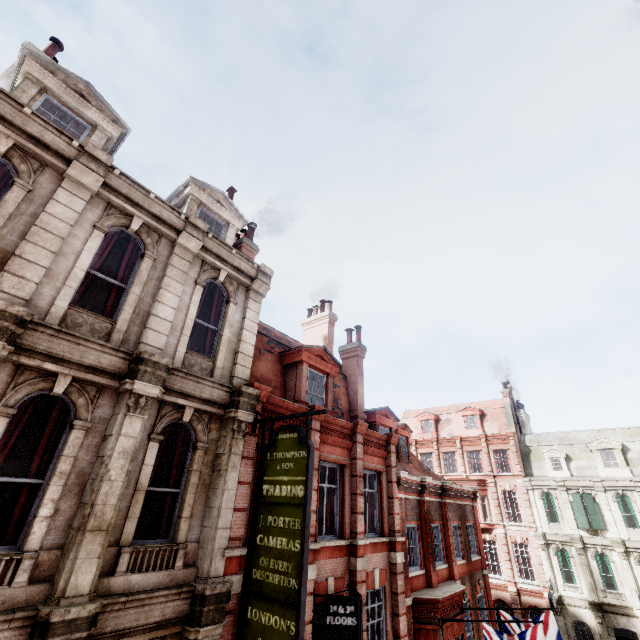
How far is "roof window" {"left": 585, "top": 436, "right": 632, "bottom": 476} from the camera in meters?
26.3 m

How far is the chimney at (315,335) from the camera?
18.39m

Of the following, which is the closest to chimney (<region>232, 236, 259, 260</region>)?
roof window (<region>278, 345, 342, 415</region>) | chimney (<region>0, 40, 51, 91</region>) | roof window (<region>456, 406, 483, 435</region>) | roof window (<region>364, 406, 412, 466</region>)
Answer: roof window (<region>278, 345, 342, 415</region>)

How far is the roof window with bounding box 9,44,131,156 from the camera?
7.91m

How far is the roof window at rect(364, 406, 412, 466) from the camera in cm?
1603

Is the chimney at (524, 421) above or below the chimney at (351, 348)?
above

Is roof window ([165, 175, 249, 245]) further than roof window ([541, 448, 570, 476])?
No

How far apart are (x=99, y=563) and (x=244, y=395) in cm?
391
